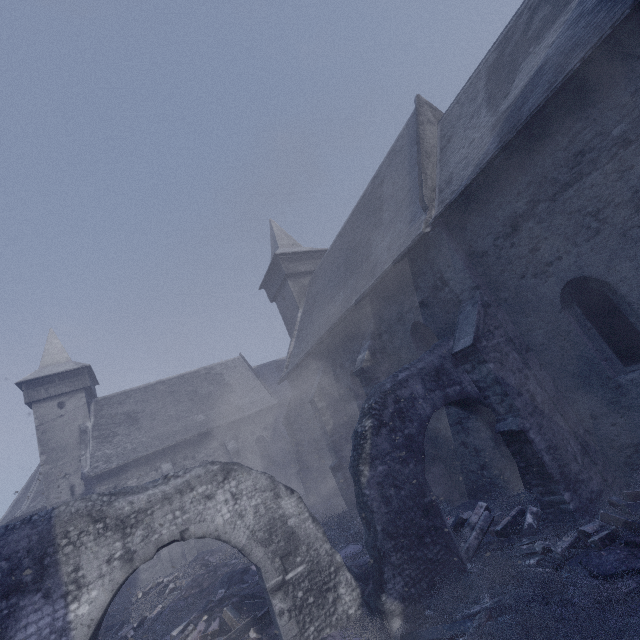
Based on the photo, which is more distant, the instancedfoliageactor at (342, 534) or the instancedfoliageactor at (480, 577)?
the instancedfoliageactor at (342, 534)

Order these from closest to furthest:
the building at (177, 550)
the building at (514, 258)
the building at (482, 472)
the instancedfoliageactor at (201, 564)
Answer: the building at (514, 258) < the instancedfoliageactor at (201, 564) < the building at (482, 472) < the building at (177, 550)

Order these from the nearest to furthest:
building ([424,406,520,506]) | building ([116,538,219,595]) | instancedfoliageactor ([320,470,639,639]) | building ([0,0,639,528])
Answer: instancedfoliageactor ([320,470,639,639]) → building ([0,0,639,528]) → building ([424,406,520,506]) → building ([116,538,219,595])

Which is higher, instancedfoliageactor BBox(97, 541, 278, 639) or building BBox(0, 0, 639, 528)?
building BBox(0, 0, 639, 528)

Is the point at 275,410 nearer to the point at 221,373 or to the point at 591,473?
the point at 221,373

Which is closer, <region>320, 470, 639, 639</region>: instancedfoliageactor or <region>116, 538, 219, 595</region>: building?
<region>320, 470, 639, 639</region>: instancedfoliageactor
